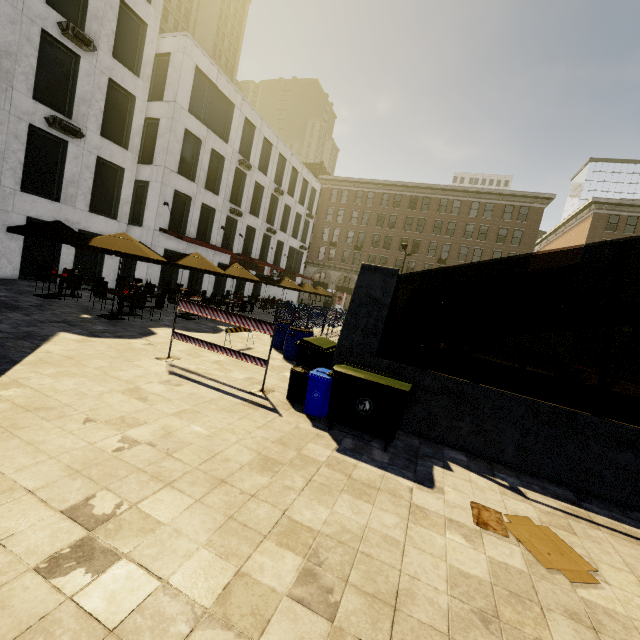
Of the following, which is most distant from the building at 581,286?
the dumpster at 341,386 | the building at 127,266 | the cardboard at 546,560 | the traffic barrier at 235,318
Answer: the traffic barrier at 235,318

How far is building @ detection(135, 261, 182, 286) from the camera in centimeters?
2097cm

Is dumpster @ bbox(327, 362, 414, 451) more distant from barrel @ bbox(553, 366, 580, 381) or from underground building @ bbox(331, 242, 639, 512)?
barrel @ bbox(553, 366, 580, 381)

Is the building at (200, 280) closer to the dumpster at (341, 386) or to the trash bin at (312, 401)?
the trash bin at (312, 401)

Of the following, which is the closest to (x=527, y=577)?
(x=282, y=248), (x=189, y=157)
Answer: (x=189, y=157)

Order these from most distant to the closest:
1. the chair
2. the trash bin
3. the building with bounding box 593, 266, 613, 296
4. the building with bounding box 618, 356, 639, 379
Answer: the building with bounding box 593, 266, 613, 296, the building with bounding box 618, 356, 639, 379, the chair, the trash bin

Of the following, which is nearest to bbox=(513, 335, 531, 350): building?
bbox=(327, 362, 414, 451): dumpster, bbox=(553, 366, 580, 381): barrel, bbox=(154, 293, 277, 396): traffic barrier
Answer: bbox=(553, 366, 580, 381): barrel

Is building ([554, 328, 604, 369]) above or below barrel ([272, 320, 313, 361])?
above
